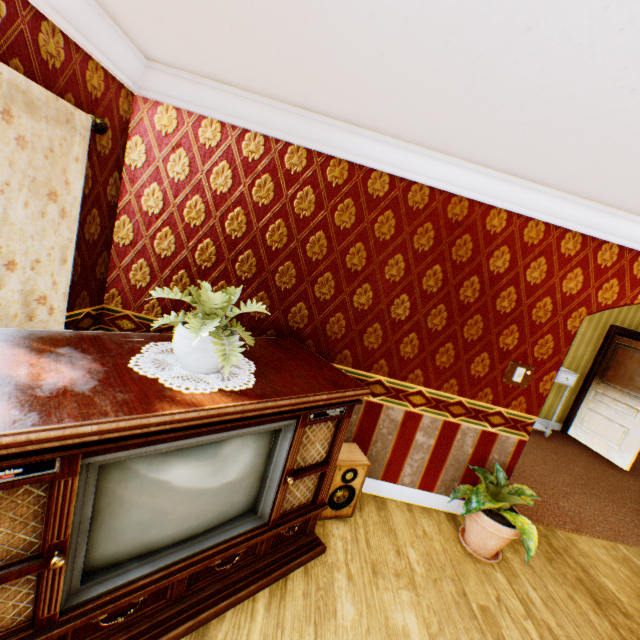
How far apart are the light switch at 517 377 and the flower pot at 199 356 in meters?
2.6

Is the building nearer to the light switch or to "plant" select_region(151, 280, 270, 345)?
the light switch

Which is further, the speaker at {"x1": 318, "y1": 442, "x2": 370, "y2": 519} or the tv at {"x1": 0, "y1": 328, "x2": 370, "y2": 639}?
the speaker at {"x1": 318, "y1": 442, "x2": 370, "y2": 519}

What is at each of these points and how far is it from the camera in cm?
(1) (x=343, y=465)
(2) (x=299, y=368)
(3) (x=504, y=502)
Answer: (1) speaker, 274
(2) tv, 222
(3) plant, 269

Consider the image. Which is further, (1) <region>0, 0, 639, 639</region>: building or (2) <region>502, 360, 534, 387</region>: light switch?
(2) <region>502, 360, 534, 387</region>: light switch

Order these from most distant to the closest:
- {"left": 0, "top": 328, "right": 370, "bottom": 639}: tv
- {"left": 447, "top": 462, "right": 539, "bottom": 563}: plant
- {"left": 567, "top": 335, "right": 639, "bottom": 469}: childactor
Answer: {"left": 567, "top": 335, "right": 639, "bottom": 469}: childactor → {"left": 447, "top": 462, "right": 539, "bottom": 563}: plant → {"left": 0, "top": 328, "right": 370, "bottom": 639}: tv

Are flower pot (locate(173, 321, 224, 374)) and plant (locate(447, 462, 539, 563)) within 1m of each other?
no

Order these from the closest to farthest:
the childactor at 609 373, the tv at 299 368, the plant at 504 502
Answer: the tv at 299 368 → the plant at 504 502 → the childactor at 609 373
